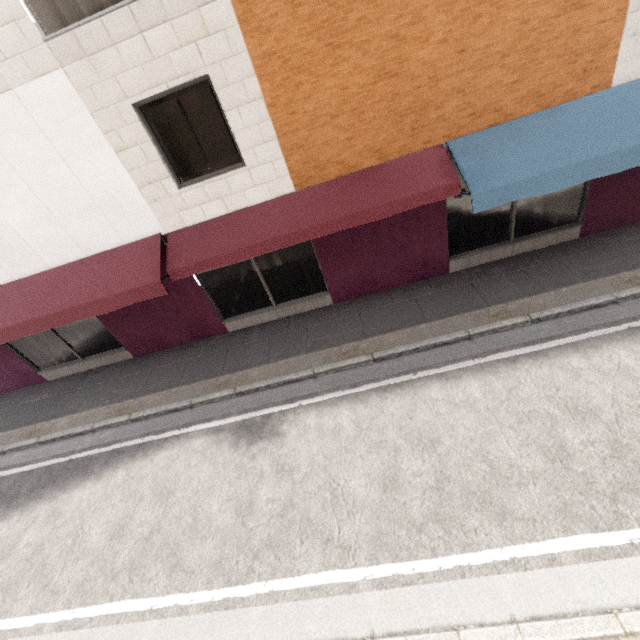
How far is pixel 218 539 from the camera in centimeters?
483cm
